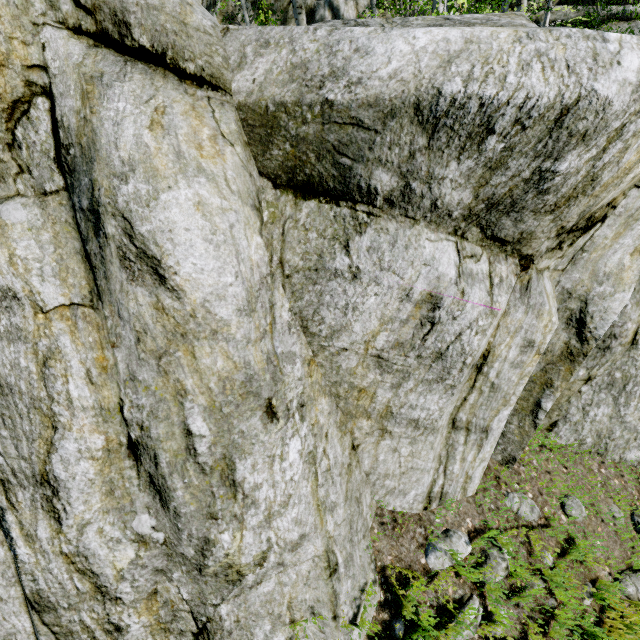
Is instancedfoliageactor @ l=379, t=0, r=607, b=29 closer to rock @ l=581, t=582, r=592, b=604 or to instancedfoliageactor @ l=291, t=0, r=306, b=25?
rock @ l=581, t=582, r=592, b=604

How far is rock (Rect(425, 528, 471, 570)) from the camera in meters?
3.3 m

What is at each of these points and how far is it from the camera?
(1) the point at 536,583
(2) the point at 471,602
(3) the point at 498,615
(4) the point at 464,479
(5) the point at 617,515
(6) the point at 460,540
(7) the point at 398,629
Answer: (1) rock, 3.49m
(2) rock, 3.24m
(3) rock, 3.25m
(4) rock, 3.62m
(5) rock, 4.22m
(6) rock, 3.46m
(7) rock, 3.05m

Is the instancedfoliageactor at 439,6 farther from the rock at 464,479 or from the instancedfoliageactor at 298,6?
the instancedfoliageactor at 298,6

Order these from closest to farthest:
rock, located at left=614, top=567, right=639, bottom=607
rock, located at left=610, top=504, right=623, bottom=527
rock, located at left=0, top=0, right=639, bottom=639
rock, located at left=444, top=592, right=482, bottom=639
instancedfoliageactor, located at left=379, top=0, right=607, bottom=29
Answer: rock, located at left=0, top=0, right=639, bottom=639, rock, located at left=444, top=592, right=482, bottom=639, rock, located at left=614, top=567, right=639, bottom=607, rock, located at left=610, top=504, right=623, bottom=527, instancedfoliageactor, located at left=379, top=0, right=607, bottom=29
